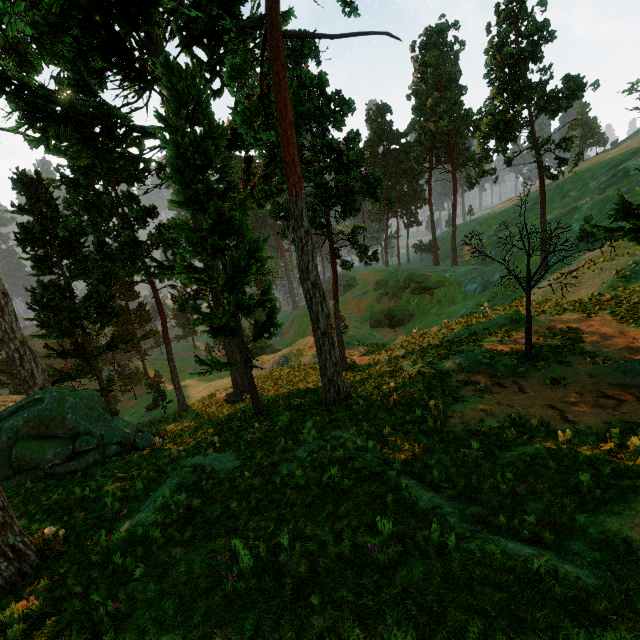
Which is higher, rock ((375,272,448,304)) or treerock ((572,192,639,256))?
treerock ((572,192,639,256))

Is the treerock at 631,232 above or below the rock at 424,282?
above

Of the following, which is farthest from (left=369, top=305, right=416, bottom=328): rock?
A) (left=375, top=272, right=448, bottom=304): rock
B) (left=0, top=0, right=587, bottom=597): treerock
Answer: (left=0, top=0, right=587, bottom=597): treerock

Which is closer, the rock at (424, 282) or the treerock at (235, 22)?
the treerock at (235, 22)

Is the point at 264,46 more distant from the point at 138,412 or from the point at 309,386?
the point at 138,412

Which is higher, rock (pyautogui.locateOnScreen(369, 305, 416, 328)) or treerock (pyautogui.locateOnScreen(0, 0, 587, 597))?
treerock (pyautogui.locateOnScreen(0, 0, 587, 597))

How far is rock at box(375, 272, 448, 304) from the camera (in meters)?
49.59

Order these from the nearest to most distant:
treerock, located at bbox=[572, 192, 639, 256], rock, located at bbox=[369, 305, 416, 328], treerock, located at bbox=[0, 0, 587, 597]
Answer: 1. treerock, located at bbox=[572, 192, 639, 256]
2. treerock, located at bbox=[0, 0, 587, 597]
3. rock, located at bbox=[369, 305, 416, 328]
